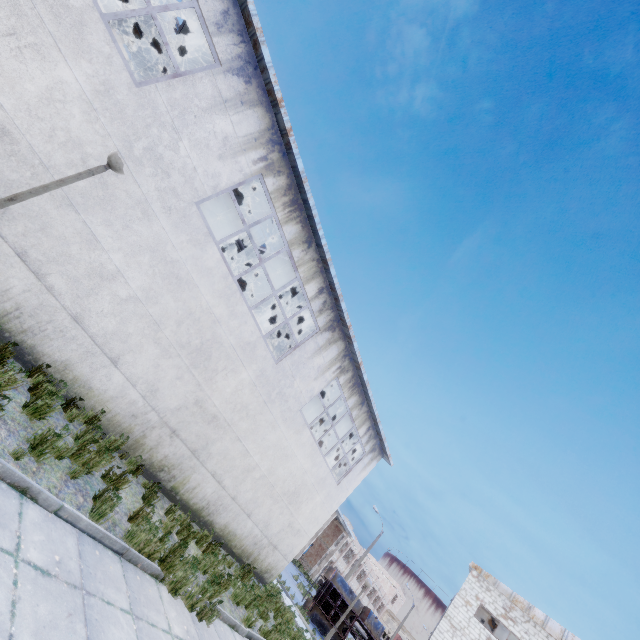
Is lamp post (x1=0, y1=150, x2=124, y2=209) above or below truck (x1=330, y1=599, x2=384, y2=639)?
above

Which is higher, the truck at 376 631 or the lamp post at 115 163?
the lamp post at 115 163

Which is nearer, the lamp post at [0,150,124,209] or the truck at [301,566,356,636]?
the lamp post at [0,150,124,209]

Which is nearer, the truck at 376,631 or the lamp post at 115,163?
the lamp post at 115,163

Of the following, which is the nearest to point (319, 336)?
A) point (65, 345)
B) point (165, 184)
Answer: point (165, 184)
